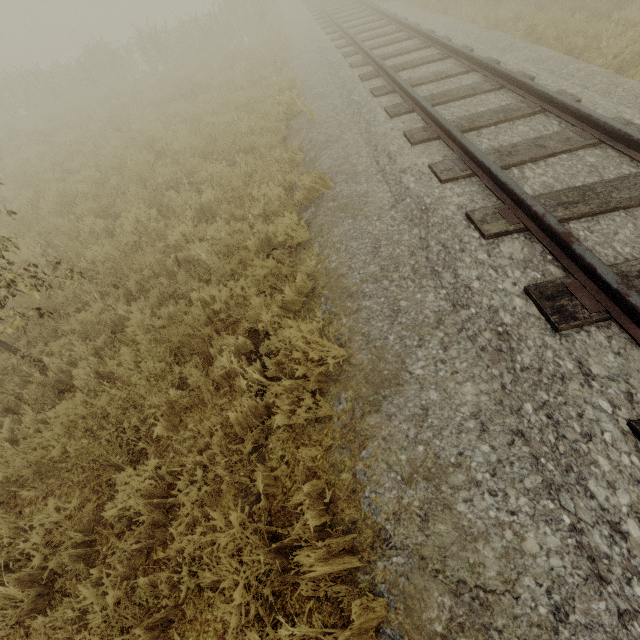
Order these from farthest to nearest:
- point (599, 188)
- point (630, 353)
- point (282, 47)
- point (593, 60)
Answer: point (282, 47), point (593, 60), point (599, 188), point (630, 353)
